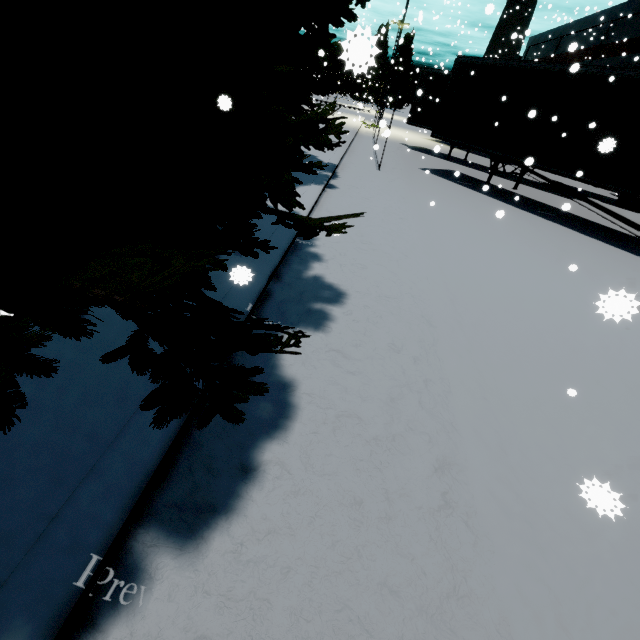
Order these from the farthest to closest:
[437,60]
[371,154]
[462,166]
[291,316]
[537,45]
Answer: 1. [537,45]
2. [437,60]
3. [462,166]
4. [371,154]
5. [291,316]

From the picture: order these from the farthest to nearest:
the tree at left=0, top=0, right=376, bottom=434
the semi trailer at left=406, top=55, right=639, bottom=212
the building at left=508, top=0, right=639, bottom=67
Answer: the building at left=508, top=0, right=639, bottom=67 → the semi trailer at left=406, top=55, right=639, bottom=212 → the tree at left=0, top=0, right=376, bottom=434

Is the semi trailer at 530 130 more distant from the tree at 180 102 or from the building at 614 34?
the building at 614 34

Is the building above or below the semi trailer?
above

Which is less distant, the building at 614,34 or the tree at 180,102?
the tree at 180,102

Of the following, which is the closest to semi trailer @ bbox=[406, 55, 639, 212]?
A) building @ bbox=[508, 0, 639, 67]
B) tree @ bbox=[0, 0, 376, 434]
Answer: tree @ bbox=[0, 0, 376, 434]

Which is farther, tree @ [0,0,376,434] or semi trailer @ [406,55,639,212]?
semi trailer @ [406,55,639,212]

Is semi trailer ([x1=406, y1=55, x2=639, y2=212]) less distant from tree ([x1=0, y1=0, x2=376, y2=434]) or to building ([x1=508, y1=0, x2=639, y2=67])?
tree ([x1=0, y1=0, x2=376, y2=434])
